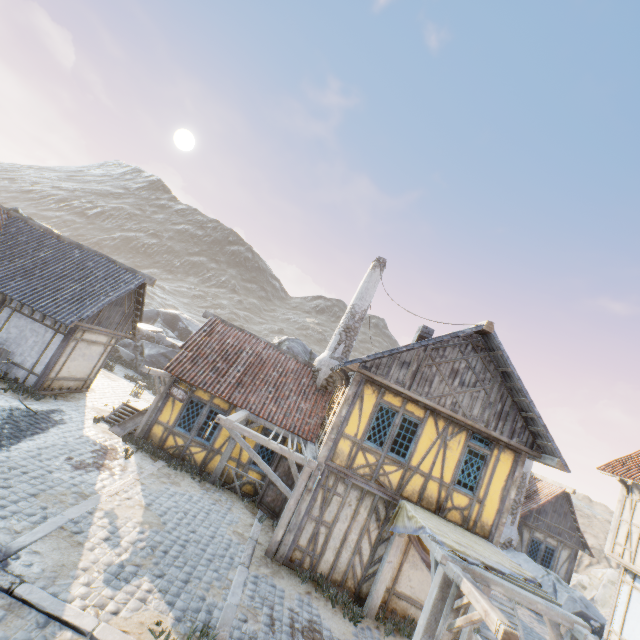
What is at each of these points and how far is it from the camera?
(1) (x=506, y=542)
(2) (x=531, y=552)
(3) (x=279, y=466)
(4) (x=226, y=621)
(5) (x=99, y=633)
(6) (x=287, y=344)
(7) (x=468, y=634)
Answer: (1) chimney, 18.5m
(2) building, 19.2m
(3) door, 12.2m
(4) stone blocks, 6.4m
(5) stone blocks, 5.0m
(6) rock, 22.9m
(7) awning, 8.7m

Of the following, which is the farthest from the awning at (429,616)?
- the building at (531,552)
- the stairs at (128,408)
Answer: the building at (531,552)

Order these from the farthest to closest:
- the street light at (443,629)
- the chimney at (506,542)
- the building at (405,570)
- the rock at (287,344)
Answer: the rock at (287,344)
the chimney at (506,542)
the building at (405,570)
the street light at (443,629)

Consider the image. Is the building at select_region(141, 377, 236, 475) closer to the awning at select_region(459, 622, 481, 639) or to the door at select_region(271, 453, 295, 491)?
the door at select_region(271, 453, 295, 491)

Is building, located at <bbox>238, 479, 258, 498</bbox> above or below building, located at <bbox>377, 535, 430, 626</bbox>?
below

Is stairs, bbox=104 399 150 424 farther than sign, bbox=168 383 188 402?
Yes

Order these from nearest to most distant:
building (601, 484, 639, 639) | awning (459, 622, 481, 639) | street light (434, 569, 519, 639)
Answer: street light (434, 569, 519, 639) < awning (459, 622, 481, 639) < building (601, 484, 639, 639)

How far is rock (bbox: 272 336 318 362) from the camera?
22.7 meters
